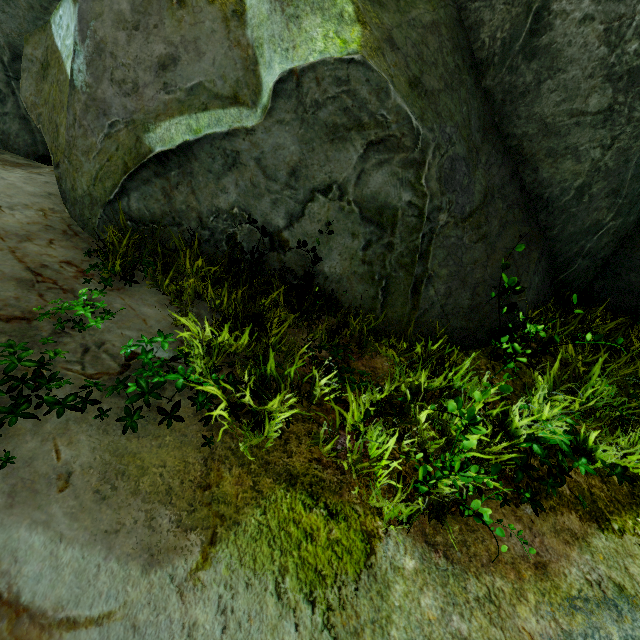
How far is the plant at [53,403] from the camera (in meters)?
1.85

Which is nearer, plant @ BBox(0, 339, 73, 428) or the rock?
plant @ BBox(0, 339, 73, 428)

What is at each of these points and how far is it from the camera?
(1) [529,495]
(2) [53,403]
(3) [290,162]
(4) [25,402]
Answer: (1) plant, 1.88m
(2) plant, 1.87m
(3) rock, 3.19m
(4) plant, 1.86m

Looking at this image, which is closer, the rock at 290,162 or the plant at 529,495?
the plant at 529,495

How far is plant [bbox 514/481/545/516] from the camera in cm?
215

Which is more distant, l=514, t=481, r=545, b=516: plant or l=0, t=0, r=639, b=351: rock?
l=0, t=0, r=639, b=351: rock

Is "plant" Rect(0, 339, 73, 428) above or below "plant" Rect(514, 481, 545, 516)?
above

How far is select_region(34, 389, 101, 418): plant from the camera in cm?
185
